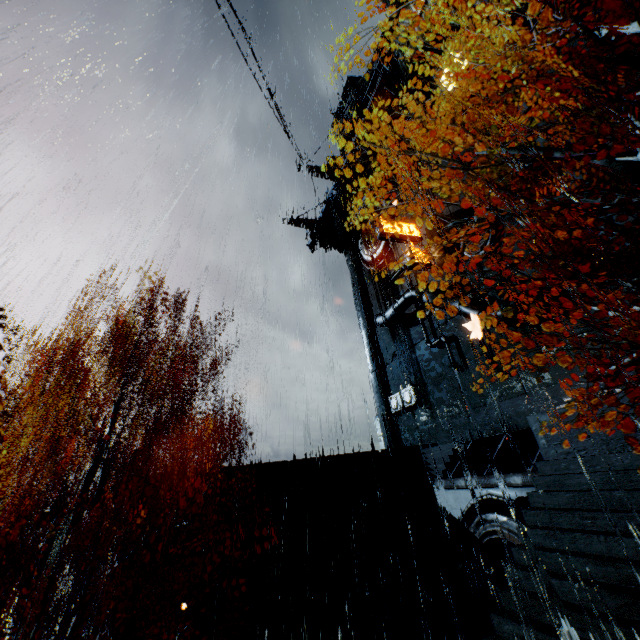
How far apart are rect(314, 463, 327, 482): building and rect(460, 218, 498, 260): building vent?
16.08m

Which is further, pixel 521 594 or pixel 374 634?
pixel 374 634

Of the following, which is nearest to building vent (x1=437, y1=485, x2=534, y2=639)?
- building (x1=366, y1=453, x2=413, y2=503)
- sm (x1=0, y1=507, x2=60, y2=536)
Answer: building (x1=366, y1=453, x2=413, y2=503)

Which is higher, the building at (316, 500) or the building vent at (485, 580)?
the building at (316, 500)

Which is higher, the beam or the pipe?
the pipe

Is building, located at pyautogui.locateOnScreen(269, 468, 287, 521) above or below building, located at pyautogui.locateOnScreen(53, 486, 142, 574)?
above

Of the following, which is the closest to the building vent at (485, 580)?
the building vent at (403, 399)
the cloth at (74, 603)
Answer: the building vent at (403, 399)

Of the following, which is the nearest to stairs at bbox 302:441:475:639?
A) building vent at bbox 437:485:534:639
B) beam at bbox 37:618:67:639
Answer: building vent at bbox 437:485:534:639
